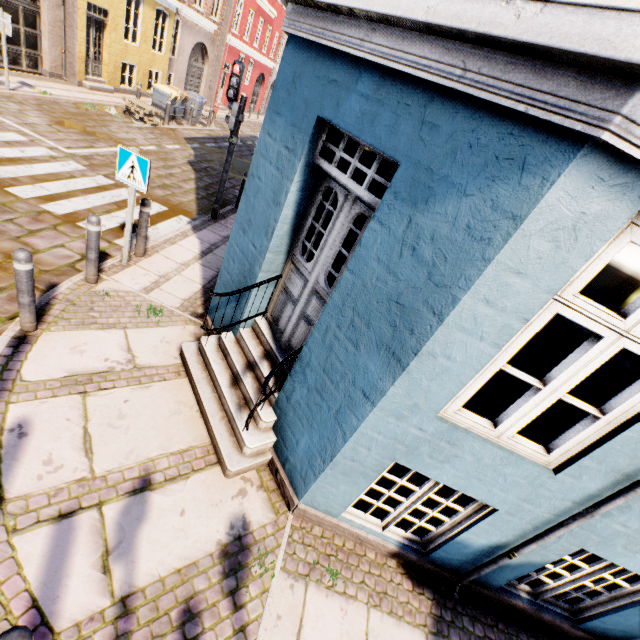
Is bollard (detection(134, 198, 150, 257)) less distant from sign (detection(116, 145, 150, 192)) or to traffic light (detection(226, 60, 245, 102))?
sign (detection(116, 145, 150, 192))

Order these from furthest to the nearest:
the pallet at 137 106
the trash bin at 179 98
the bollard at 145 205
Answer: the trash bin at 179 98
the pallet at 137 106
the bollard at 145 205

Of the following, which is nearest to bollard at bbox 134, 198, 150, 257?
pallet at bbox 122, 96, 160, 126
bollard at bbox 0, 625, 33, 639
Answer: bollard at bbox 0, 625, 33, 639

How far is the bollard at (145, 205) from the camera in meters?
5.5 m

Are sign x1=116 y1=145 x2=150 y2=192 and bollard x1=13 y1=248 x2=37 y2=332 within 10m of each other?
yes

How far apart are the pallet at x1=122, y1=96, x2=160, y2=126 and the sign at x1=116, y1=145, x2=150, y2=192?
10.9 meters

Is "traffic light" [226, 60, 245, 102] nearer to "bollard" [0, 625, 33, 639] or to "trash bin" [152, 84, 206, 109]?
"bollard" [0, 625, 33, 639]

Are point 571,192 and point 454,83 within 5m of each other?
yes
